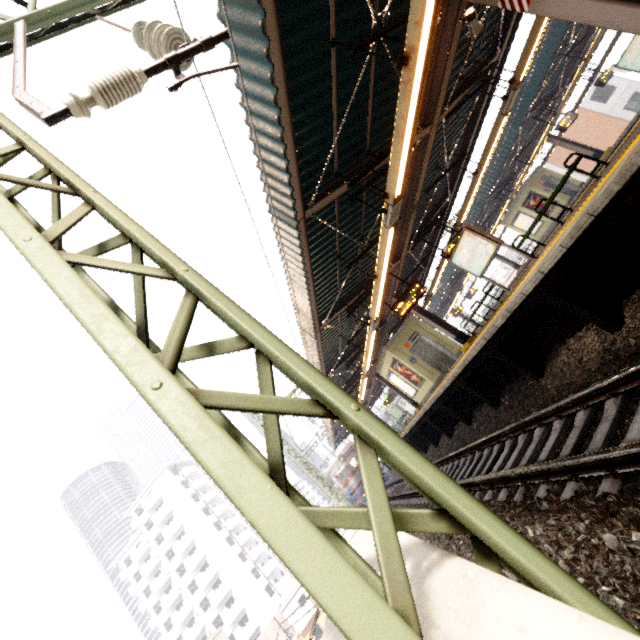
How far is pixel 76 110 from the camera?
2.9m

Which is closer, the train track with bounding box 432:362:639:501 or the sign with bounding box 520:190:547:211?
the train track with bounding box 432:362:639:501

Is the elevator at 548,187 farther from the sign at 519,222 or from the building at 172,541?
the building at 172,541

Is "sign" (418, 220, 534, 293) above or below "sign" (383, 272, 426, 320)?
below

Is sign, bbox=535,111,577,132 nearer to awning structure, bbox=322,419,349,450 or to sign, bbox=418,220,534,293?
awning structure, bbox=322,419,349,450

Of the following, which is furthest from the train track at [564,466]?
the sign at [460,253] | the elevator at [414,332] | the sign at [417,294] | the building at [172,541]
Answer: the building at [172,541]

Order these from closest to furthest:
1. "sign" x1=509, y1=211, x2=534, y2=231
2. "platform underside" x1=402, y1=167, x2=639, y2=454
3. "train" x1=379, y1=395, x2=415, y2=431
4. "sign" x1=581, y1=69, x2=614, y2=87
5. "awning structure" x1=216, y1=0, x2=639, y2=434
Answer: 1. "platform underside" x1=402, y1=167, x2=639, y2=454
2. "awning structure" x1=216, y1=0, x2=639, y2=434
3. "sign" x1=581, y1=69, x2=614, y2=87
4. "sign" x1=509, y1=211, x2=534, y2=231
5. "train" x1=379, y1=395, x2=415, y2=431

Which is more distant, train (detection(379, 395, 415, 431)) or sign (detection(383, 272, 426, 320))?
train (detection(379, 395, 415, 431))
